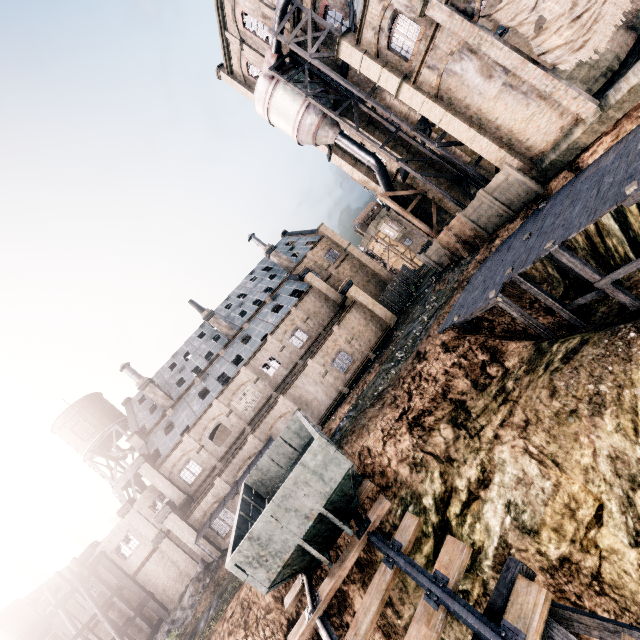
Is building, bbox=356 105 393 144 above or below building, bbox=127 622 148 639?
above

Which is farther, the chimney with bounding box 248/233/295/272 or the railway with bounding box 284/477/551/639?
the chimney with bounding box 248/233/295/272

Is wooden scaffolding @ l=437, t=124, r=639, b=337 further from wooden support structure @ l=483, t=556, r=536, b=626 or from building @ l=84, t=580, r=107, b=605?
building @ l=84, t=580, r=107, b=605

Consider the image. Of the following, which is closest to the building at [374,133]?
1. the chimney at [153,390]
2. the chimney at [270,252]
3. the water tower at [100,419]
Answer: the chimney at [270,252]

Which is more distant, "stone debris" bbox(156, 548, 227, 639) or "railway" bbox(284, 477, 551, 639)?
"stone debris" bbox(156, 548, 227, 639)

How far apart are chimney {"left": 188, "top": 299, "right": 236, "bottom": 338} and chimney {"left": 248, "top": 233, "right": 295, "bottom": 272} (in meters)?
10.78

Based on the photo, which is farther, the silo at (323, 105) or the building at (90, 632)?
the building at (90, 632)

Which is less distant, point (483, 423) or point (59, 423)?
point (483, 423)
